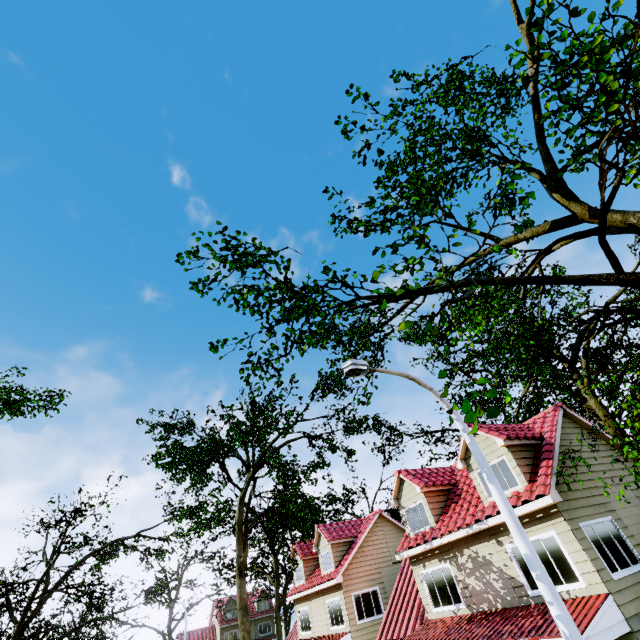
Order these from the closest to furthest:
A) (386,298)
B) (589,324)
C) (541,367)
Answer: (386,298)
(541,367)
(589,324)

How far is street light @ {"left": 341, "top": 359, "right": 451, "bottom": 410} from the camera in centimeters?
610cm

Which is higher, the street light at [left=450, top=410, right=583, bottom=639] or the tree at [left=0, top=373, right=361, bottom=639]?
the tree at [left=0, top=373, right=361, bottom=639]

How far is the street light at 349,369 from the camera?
6.1m

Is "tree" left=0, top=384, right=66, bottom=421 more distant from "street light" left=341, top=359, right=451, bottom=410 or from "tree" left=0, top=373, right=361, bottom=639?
"street light" left=341, top=359, right=451, bottom=410

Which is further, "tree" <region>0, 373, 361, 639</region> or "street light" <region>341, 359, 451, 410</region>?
"tree" <region>0, 373, 361, 639</region>

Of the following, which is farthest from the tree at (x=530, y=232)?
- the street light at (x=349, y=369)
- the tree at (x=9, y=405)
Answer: the street light at (x=349, y=369)
